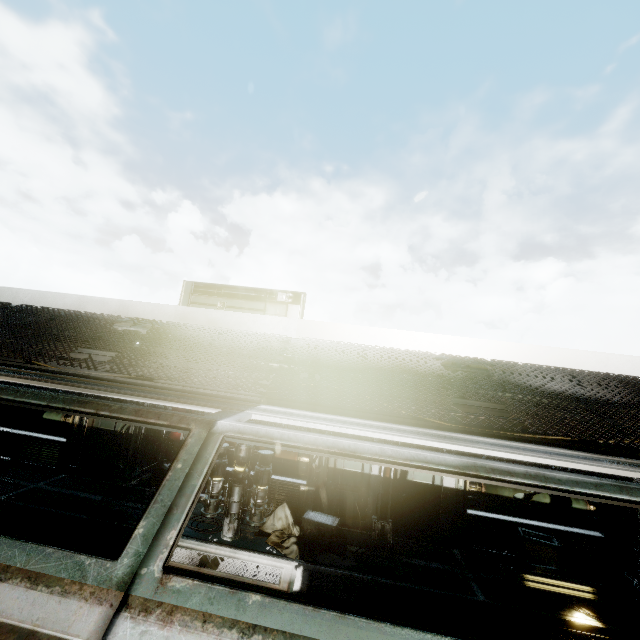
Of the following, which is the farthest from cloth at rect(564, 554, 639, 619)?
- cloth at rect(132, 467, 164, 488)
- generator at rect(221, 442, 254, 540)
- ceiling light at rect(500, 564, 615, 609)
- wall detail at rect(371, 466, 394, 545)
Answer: cloth at rect(132, 467, 164, 488)

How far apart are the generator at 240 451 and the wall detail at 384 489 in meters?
3.2 m

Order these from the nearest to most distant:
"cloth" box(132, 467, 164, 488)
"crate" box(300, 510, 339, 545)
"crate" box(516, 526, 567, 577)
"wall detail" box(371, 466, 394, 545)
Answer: "crate" box(516, 526, 567, 577) → "crate" box(300, 510, 339, 545) → "wall detail" box(371, 466, 394, 545) → "cloth" box(132, 467, 164, 488)

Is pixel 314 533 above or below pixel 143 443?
below

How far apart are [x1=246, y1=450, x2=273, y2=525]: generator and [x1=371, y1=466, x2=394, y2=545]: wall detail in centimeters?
265cm

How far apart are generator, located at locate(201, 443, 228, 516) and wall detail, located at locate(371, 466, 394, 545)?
3.2m

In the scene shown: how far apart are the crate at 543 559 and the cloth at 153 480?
9.1m

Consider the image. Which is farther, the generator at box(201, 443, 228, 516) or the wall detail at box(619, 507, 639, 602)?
the generator at box(201, 443, 228, 516)
